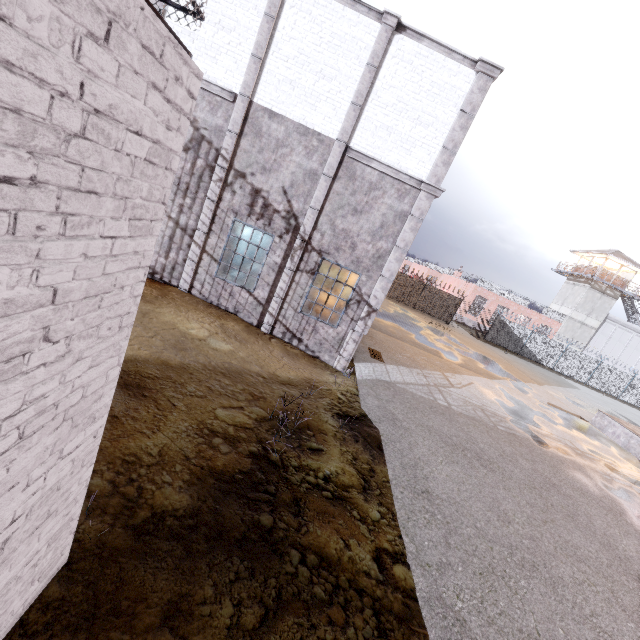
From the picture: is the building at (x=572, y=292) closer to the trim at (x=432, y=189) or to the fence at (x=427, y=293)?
the fence at (x=427, y=293)

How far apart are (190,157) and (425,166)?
7.0 meters

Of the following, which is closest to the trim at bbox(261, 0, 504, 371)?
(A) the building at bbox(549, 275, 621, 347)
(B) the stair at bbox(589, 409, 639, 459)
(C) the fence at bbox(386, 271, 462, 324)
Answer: (C) the fence at bbox(386, 271, 462, 324)

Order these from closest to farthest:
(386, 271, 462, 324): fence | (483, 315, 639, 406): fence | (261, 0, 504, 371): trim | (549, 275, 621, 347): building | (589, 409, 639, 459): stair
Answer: (261, 0, 504, 371): trim < (589, 409, 639, 459): stair < (386, 271, 462, 324): fence < (483, 315, 639, 406): fence < (549, 275, 621, 347): building

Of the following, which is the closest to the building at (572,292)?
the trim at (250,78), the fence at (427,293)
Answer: the fence at (427,293)

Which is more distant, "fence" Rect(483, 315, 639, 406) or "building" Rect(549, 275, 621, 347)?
"building" Rect(549, 275, 621, 347)

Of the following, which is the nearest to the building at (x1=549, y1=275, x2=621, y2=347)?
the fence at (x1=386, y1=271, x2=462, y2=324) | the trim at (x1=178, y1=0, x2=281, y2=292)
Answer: the fence at (x1=386, y1=271, x2=462, y2=324)

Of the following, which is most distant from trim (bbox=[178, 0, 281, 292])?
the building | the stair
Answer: the building
